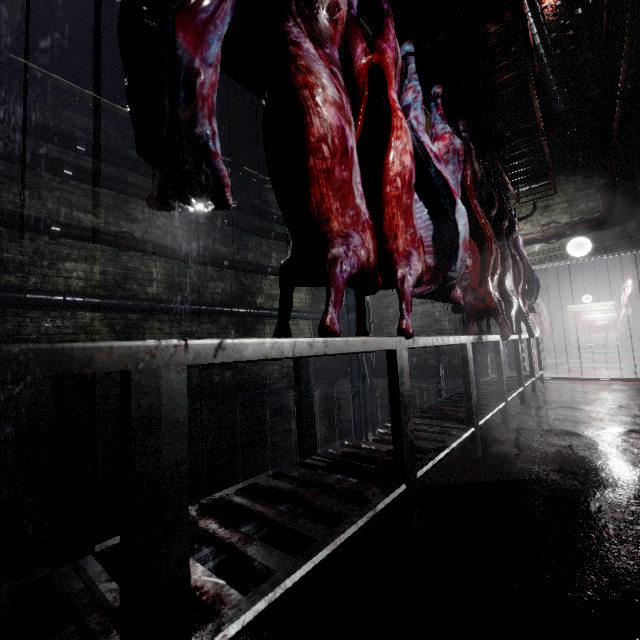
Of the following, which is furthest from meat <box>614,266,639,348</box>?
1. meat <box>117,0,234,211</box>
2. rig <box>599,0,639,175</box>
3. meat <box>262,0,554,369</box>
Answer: meat <box>117,0,234,211</box>

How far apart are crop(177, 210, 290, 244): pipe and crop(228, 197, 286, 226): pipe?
0.2 meters

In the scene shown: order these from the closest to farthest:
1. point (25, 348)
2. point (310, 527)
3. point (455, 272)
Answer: point (25, 348) < point (310, 527) < point (455, 272)

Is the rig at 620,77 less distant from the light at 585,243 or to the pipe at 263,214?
the light at 585,243

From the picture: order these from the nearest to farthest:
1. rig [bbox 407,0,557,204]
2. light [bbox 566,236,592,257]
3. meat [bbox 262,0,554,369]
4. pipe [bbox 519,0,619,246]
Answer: meat [bbox 262,0,554,369] → rig [bbox 407,0,557,204] → pipe [bbox 519,0,619,246] → light [bbox 566,236,592,257]

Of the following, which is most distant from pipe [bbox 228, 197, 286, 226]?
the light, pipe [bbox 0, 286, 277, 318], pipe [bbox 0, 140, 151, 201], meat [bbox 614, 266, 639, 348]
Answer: meat [bbox 614, 266, 639, 348]

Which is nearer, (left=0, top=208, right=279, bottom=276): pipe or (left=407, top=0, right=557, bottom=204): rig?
(left=407, top=0, right=557, bottom=204): rig

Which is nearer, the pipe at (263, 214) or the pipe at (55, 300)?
the pipe at (55, 300)
